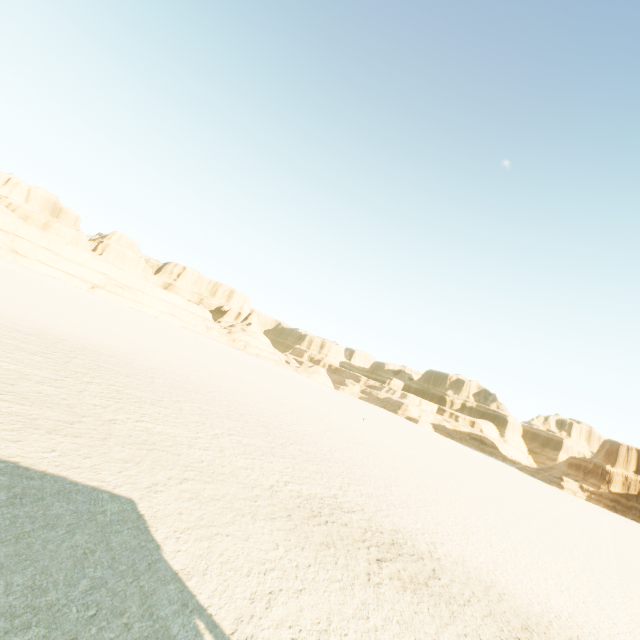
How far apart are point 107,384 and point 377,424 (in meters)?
39.22
